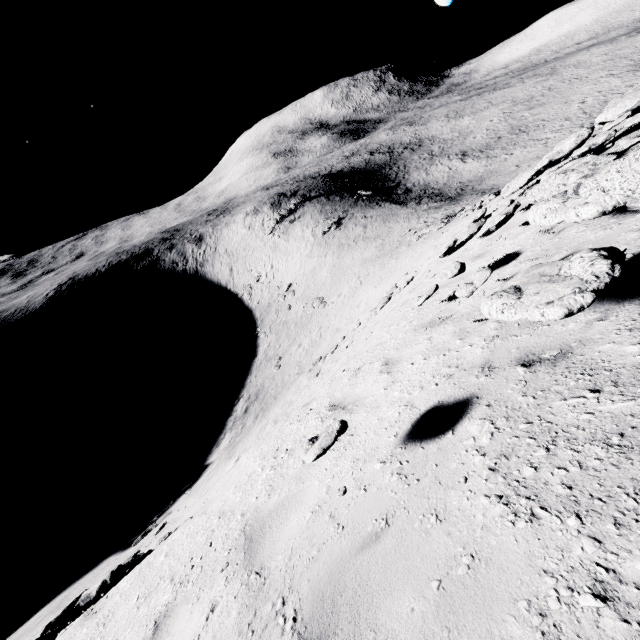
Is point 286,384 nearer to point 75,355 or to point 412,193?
point 412,193

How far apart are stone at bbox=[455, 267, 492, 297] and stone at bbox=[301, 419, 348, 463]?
2.25m

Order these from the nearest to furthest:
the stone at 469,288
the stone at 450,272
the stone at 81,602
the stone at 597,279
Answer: the stone at 597,279 < the stone at 469,288 < the stone at 450,272 < the stone at 81,602

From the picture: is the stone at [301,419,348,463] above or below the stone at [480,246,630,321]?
below

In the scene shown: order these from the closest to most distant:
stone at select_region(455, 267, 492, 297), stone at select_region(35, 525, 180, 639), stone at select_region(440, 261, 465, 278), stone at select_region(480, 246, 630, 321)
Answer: stone at select_region(480, 246, 630, 321) < stone at select_region(455, 267, 492, 297) < stone at select_region(440, 261, 465, 278) < stone at select_region(35, 525, 180, 639)

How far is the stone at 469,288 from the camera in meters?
3.8 m

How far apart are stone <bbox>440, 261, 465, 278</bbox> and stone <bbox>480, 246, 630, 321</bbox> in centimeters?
251cm

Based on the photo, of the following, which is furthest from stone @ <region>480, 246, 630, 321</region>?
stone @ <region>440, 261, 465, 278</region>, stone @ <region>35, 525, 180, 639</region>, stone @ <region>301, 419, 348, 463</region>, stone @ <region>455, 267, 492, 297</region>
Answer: stone @ <region>35, 525, 180, 639</region>
